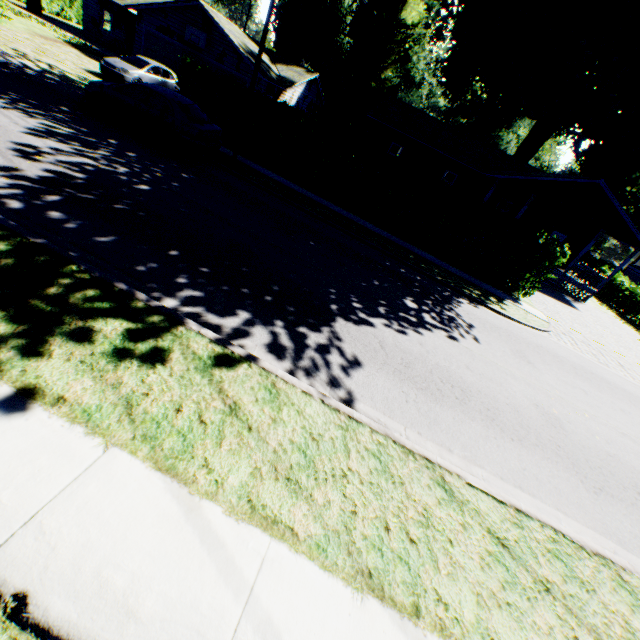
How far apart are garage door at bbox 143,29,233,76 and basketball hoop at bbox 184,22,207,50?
0.53m

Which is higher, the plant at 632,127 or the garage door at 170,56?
the plant at 632,127

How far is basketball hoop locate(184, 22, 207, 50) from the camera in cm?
2238

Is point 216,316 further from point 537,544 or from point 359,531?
point 537,544

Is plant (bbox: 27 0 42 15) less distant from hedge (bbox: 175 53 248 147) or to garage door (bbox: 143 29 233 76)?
garage door (bbox: 143 29 233 76)

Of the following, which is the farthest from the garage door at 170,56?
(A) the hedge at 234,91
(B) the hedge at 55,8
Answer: (B) the hedge at 55,8

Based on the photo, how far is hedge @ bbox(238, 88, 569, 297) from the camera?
14.16m

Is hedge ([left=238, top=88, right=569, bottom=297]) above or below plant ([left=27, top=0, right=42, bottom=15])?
above
